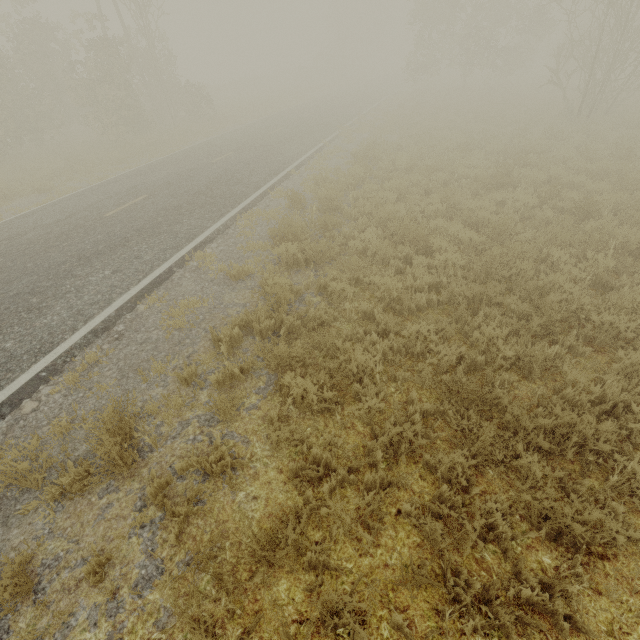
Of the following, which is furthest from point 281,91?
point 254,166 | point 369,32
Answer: point 369,32
